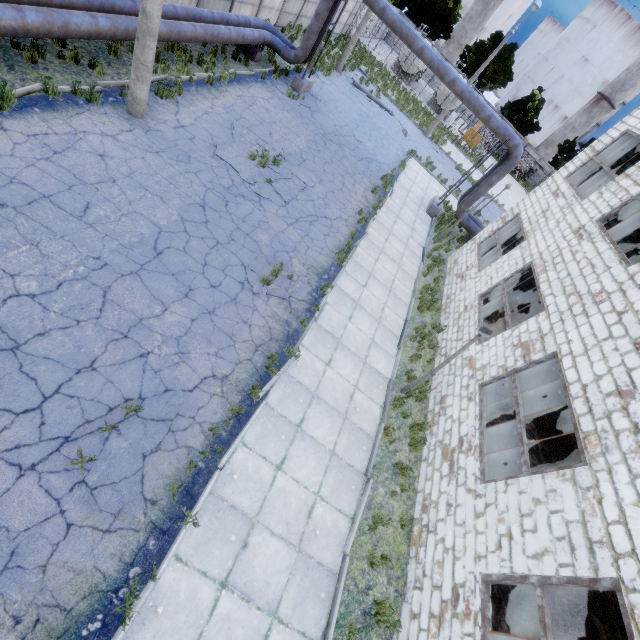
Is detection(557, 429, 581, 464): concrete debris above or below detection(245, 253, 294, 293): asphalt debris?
above

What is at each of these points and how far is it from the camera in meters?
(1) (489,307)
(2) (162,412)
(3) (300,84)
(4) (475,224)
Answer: (1) concrete debris, 15.1 m
(2) asphalt debris, 5.9 m
(3) pipe holder, 17.4 m
(4) pipe, 18.8 m

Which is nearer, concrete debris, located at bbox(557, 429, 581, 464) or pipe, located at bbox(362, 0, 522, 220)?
concrete debris, located at bbox(557, 429, 581, 464)

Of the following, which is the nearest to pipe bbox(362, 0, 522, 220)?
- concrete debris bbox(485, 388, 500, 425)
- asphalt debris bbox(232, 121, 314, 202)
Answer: asphalt debris bbox(232, 121, 314, 202)

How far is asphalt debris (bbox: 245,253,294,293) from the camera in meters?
8.7

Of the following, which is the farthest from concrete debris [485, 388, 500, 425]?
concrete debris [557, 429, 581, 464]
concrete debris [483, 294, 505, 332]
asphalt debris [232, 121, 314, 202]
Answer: asphalt debris [232, 121, 314, 202]

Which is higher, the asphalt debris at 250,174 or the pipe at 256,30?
the pipe at 256,30

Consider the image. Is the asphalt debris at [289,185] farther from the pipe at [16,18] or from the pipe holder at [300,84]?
the pipe holder at [300,84]
